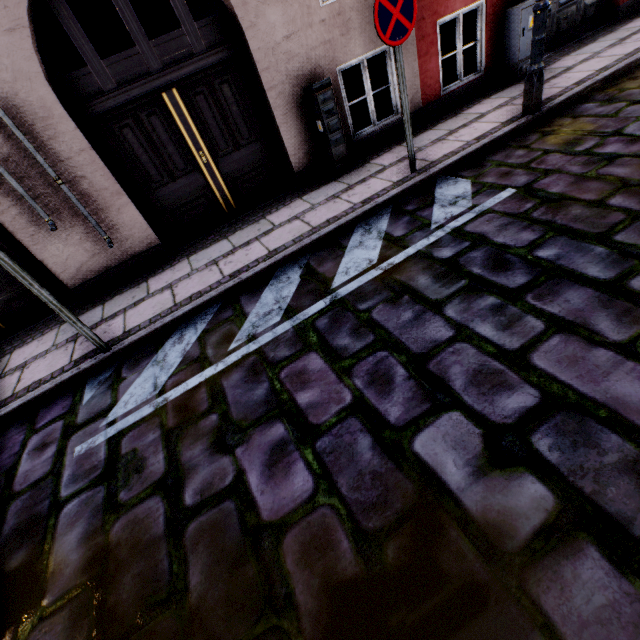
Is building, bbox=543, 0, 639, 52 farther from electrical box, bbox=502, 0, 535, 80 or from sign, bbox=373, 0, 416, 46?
sign, bbox=373, 0, 416, 46

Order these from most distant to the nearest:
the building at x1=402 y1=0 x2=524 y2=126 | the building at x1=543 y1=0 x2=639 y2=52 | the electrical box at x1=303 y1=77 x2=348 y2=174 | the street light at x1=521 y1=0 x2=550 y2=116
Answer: the building at x1=543 y1=0 x2=639 y2=52
the building at x1=402 y1=0 x2=524 y2=126
the electrical box at x1=303 y1=77 x2=348 y2=174
the street light at x1=521 y1=0 x2=550 y2=116

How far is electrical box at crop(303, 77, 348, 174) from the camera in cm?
467

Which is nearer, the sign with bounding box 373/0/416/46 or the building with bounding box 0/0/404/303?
the sign with bounding box 373/0/416/46

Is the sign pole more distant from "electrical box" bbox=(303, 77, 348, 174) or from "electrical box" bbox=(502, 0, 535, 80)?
"electrical box" bbox=(502, 0, 535, 80)

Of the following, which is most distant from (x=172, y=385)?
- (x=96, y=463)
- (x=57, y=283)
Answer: (x=57, y=283)

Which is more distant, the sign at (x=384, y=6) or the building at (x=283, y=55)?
the building at (x=283, y=55)

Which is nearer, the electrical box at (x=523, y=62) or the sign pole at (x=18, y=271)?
the sign pole at (x=18, y=271)
